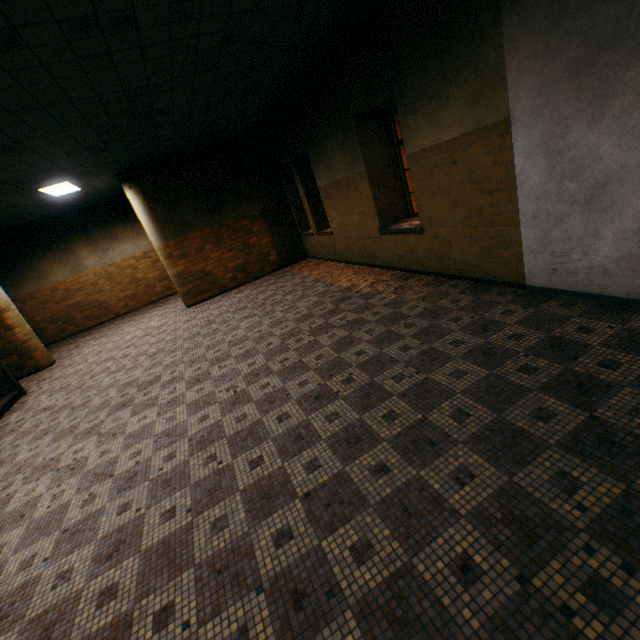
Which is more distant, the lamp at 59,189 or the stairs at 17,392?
the lamp at 59,189

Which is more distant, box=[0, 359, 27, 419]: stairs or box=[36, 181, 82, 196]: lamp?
box=[36, 181, 82, 196]: lamp

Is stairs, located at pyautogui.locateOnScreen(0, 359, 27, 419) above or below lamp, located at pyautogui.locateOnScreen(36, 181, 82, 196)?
below

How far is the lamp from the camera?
7.5m

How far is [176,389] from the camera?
4.82m

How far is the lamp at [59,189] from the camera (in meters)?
7.53
